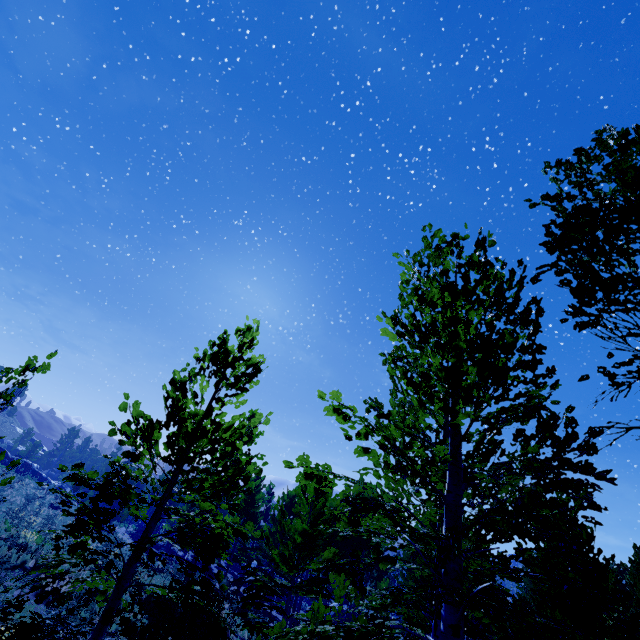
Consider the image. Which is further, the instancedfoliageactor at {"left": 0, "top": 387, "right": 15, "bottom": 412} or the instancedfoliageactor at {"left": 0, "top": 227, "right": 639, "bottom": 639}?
the instancedfoliageactor at {"left": 0, "top": 387, "right": 15, "bottom": 412}

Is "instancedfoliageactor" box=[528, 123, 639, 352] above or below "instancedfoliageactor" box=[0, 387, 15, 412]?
above

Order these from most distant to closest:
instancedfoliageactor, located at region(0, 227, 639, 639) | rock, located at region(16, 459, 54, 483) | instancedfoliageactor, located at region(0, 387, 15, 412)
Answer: rock, located at region(16, 459, 54, 483) → instancedfoliageactor, located at region(0, 387, 15, 412) → instancedfoliageactor, located at region(0, 227, 639, 639)

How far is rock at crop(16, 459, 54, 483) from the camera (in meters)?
48.47

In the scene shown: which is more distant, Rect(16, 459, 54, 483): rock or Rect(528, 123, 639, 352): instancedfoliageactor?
Rect(16, 459, 54, 483): rock

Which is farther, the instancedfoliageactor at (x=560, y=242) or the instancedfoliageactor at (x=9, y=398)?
the instancedfoliageactor at (x=9, y=398)

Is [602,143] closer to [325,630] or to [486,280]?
[486,280]

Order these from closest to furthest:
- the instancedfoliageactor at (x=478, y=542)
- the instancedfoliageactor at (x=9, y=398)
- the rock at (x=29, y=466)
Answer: the instancedfoliageactor at (x=478, y=542)
the instancedfoliageactor at (x=9, y=398)
the rock at (x=29, y=466)
